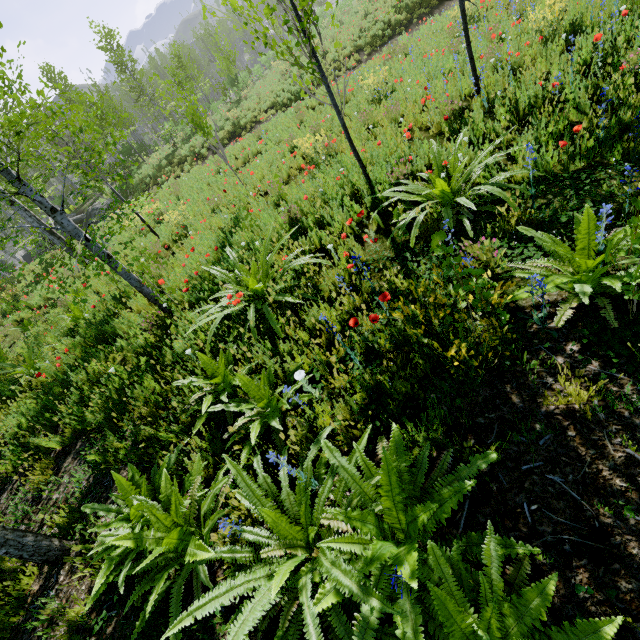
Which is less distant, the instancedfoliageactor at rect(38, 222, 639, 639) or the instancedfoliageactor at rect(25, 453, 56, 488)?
the instancedfoliageactor at rect(38, 222, 639, 639)

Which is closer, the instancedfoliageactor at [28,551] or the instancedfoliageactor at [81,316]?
the instancedfoliageactor at [28,551]

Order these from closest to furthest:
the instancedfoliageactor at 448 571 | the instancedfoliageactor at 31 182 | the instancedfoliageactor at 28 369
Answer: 1. the instancedfoliageactor at 448 571
2. the instancedfoliageactor at 31 182
3. the instancedfoliageactor at 28 369

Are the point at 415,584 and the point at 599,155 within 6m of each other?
yes

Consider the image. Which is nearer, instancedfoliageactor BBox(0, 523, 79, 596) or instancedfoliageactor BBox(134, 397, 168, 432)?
instancedfoliageactor BBox(0, 523, 79, 596)

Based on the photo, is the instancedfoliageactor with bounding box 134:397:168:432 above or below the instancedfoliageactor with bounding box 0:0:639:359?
above

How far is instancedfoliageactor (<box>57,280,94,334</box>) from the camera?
4.0 meters

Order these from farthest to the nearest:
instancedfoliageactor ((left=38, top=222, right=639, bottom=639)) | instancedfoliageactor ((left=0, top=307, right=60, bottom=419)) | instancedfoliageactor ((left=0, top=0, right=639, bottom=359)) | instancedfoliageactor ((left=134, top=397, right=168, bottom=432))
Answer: instancedfoliageactor ((left=0, top=307, right=60, bottom=419)) → instancedfoliageactor ((left=134, top=397, right=168, bottom=432)) → instancedfoliageactor ((left=0, top=0, right=639, bottom=359)) → instancedfoliageactor ((left=38, top=222, right=639, bottom=639))
